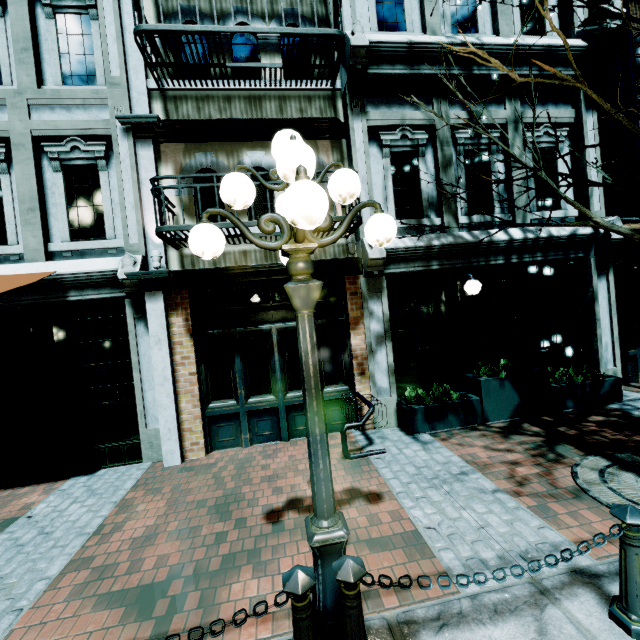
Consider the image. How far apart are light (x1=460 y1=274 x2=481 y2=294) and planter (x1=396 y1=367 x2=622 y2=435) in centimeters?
163cm

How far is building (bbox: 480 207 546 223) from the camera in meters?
6.7

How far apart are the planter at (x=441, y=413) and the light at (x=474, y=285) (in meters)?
1.63

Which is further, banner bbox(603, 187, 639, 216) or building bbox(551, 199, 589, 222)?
building bbox(551, 199, 589, 222)

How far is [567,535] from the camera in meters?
3.2 m

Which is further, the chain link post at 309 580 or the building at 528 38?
the building at 528 38
